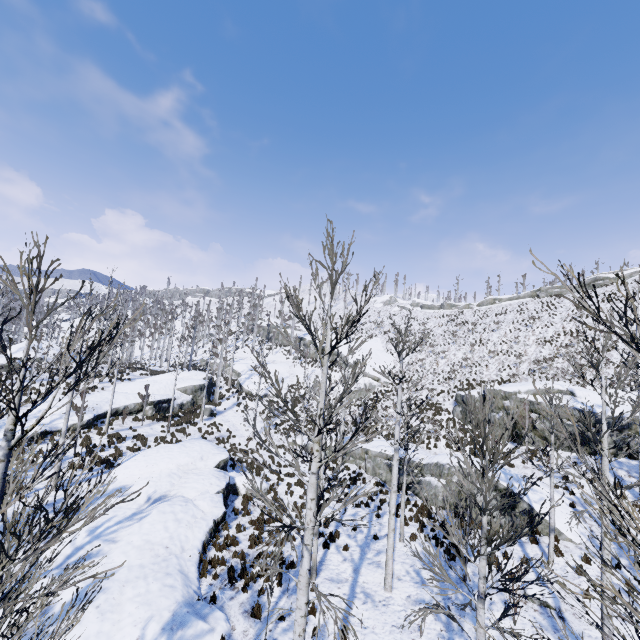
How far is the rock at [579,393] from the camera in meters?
20.3 m

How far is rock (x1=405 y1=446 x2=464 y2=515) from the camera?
17.7 meters

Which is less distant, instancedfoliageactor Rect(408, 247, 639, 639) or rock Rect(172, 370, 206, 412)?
instancedfoliageactor Rect(408, 247, 639, 639)

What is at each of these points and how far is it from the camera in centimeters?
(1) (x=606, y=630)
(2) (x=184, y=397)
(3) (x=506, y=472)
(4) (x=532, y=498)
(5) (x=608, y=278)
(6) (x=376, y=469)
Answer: (1) instancedfoliageactor, 784cm
(2) rock, 3231cm
(3) rock, 1684cm
(4) rock, 1523cm
(5) rock, 4525cm
(6) rock, 2184cm

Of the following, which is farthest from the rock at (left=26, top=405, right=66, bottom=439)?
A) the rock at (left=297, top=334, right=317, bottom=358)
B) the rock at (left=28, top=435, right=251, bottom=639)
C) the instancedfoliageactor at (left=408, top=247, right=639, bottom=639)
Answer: the instancedfoliageactor at (left=408, top=247, right=639, bottom=639)

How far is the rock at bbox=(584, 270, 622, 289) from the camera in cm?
4472

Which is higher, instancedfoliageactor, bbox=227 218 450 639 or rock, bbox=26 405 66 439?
instancedfoliageactor, bbox=227 218 450 639

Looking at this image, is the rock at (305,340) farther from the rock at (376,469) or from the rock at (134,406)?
Answer: the rock at (134,406)
